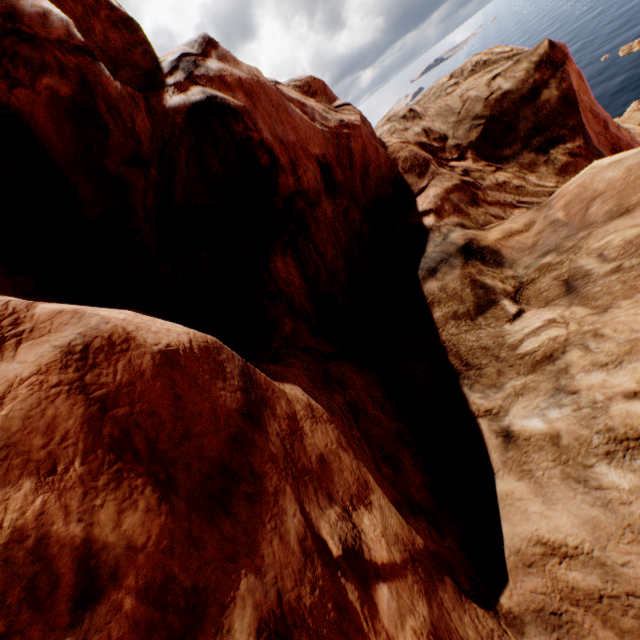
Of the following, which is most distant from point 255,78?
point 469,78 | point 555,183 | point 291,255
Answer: point 469,78
